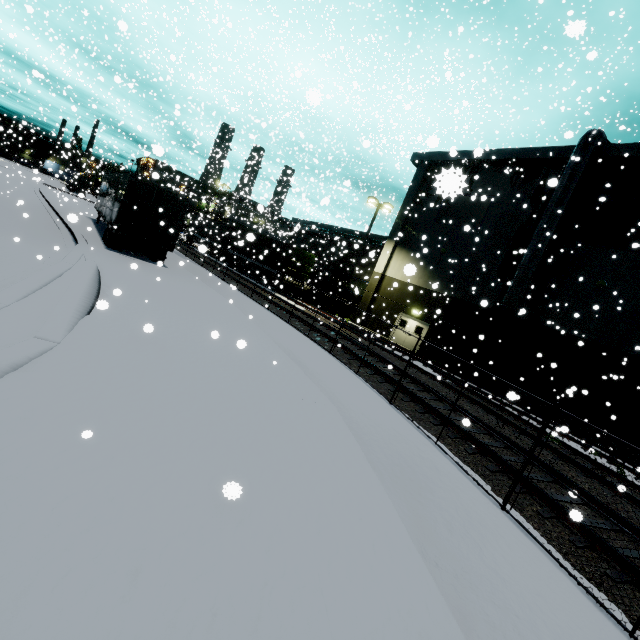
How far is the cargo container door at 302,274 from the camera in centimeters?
2592cm

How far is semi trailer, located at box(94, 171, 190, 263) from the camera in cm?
1488

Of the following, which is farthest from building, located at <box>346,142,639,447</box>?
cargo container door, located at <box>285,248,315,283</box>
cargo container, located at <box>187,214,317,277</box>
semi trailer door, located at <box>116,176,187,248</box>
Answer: semi trailer door, located at <box>116,176,187,248</box>

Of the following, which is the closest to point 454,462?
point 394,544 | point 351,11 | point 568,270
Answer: point 394,544

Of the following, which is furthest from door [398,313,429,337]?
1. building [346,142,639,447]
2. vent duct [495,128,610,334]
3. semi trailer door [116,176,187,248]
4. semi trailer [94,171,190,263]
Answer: semi trailer door [116,176,187,248]

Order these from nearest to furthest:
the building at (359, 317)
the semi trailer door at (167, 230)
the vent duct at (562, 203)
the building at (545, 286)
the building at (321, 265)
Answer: the semi trailer door at (167, 230) < the building at (545, 286) < the vent duct at (562, 203) < the building at (359, 317) < the building at (321, 265)

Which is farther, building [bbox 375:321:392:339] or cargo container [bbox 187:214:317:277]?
building [bbox 375:321:392:339]

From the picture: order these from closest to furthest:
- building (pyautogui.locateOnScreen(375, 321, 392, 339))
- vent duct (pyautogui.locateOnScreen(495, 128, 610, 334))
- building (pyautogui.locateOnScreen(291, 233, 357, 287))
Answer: vent duct (pyautogui.locateOnScreen(495, 128, 610, 334)), building (pyautogui.locateOnScreen(375, 321, 392, 339)), building (pyautogui.locateOnScreen(291, 233, 357, 287))
